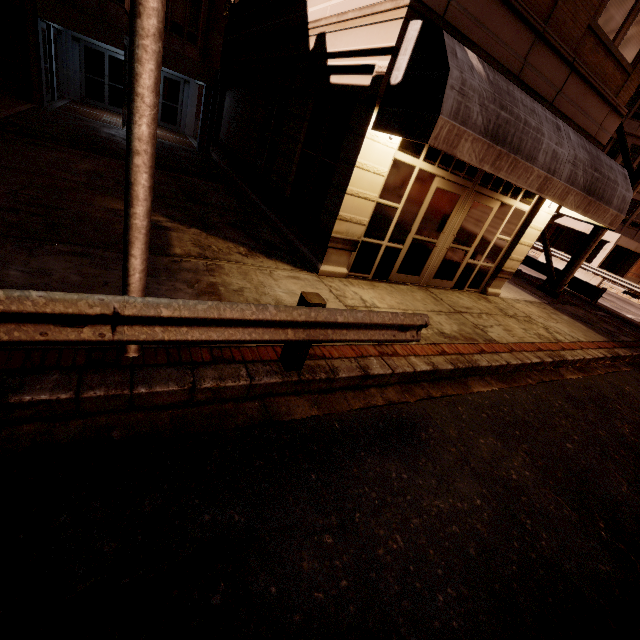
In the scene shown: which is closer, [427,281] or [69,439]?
[69,439]

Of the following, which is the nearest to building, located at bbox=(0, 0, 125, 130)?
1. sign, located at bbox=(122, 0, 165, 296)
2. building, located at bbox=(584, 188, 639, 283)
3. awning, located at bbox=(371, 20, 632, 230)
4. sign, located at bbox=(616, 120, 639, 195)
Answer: awning, located at bbox=(371, 20, 632, 230)

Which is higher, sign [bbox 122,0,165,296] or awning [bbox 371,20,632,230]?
awning [bbox 371,20,632,230]

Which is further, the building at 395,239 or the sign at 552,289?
the sign at 552,289

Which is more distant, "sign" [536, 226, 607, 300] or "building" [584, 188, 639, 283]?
"building" [584, 188, 639, 283]

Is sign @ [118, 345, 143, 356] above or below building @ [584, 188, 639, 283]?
below

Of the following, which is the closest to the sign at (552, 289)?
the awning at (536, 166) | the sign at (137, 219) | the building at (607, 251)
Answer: the awning at (536, 166)

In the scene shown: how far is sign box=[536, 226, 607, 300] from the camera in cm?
1272
